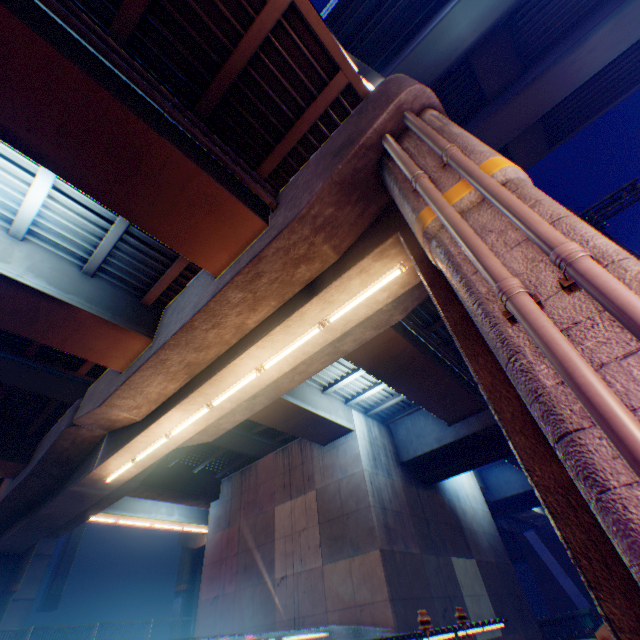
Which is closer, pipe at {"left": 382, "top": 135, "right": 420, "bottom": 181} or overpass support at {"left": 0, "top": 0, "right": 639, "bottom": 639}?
overpass support at {"left": 0, "top": 0, "right": 639, "bottom": 639}

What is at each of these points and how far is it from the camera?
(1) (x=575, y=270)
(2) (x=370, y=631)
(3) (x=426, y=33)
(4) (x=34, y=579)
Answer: (1) pipe, 2.7m
(2) canopy, 9.9m
(3) overpass support, 18.2m
(4) building, 27.2m

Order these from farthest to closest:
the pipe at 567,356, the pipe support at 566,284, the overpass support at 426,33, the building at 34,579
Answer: the building at 34,579
the overpass support at 426,33
the pipe support at 566,284
the pipe at 567,356

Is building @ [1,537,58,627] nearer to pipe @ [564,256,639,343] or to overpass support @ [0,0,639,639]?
overpass support @ [0,0,639,639]

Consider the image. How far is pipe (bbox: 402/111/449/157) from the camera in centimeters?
492cm

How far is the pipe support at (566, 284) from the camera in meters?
2.7 m

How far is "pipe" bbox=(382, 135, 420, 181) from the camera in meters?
5.1

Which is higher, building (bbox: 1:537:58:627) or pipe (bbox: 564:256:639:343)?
building (bbox: 1:537:58:627)
